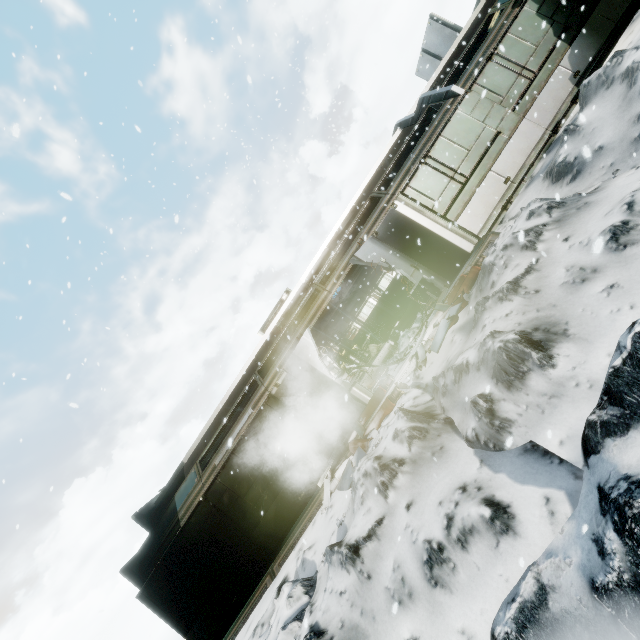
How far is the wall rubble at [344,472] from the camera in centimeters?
754cm

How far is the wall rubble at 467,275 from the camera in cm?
728

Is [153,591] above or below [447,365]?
above

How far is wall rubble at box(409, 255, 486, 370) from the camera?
7.28m

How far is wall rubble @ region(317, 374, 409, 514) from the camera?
7.5m
